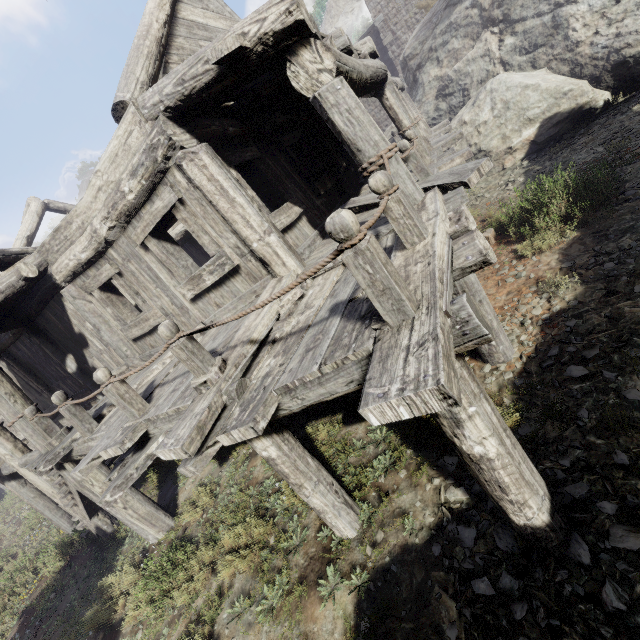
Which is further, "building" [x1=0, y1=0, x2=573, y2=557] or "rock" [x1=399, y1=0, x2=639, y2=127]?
"rock" [x1=399, y1=0, x2=639, y2=127]

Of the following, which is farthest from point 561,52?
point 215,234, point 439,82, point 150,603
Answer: point 150,603

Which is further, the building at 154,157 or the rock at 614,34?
the rock at 614,34
